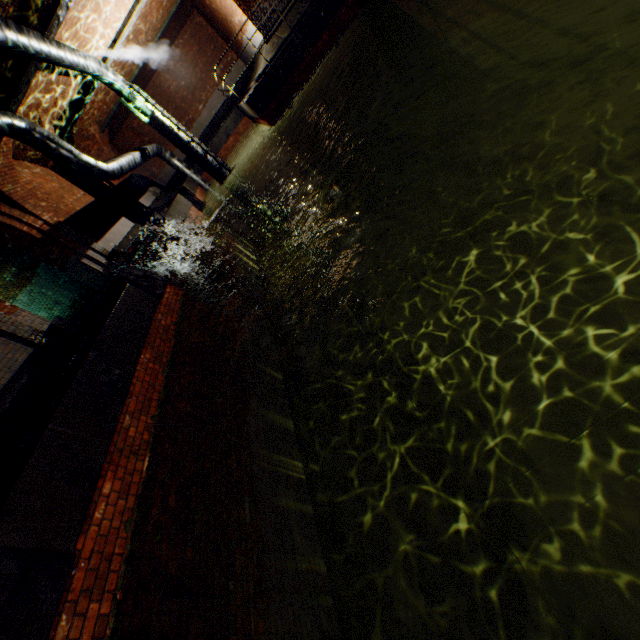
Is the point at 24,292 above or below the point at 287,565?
above

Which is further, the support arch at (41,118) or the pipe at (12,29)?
the support arch at (41,118)

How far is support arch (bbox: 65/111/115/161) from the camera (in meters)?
14.95

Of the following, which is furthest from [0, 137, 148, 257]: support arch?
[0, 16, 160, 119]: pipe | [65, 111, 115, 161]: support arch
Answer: [65, 111, 115, 161]: support arch

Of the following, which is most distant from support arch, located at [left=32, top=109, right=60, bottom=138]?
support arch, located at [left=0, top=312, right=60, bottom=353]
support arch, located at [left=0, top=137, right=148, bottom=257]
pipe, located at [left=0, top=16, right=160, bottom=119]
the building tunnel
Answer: support arch, located at [left=0, top=312, right=60, bottom=353]

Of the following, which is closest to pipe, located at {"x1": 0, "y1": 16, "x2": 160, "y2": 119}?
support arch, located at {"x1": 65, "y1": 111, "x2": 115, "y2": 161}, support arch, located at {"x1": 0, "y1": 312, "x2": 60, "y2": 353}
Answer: support arch, located at {"x1": 0, "y1": 312, "x2": 60, "y2": 353}

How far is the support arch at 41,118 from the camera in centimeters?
1088cm

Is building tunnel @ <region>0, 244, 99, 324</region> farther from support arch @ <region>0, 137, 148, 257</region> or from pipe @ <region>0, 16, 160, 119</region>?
support arch @ <region>0, 137, 148, 257</region>
